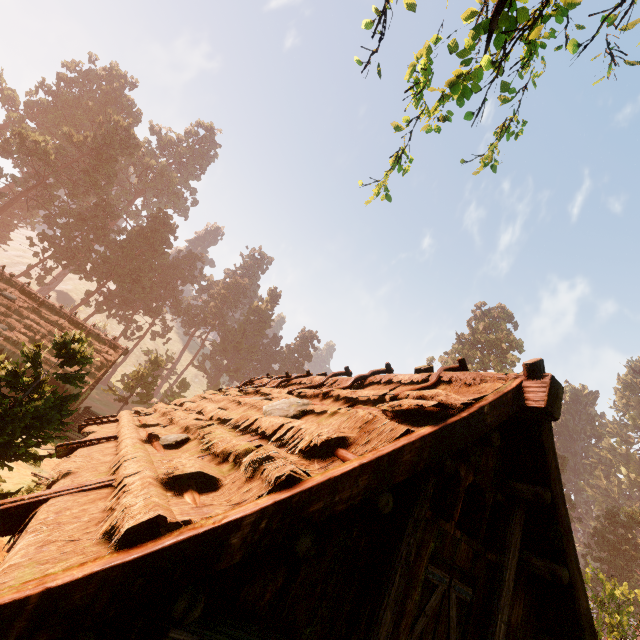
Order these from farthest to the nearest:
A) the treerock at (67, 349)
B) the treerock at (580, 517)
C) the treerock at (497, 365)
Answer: the treerock at (497, 365) → the treerock at (580, 517) → the treerock at (67, 349)

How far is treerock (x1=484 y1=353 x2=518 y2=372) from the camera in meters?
56.6

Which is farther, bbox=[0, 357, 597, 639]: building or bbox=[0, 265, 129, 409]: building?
bbox=[0, 265, 129, 409]: building

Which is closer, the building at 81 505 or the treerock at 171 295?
the building at 81 505

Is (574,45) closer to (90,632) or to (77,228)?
(90,632)

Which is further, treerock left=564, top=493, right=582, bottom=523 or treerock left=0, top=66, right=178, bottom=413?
treerock left=564, top=493, right=582, bottom=523

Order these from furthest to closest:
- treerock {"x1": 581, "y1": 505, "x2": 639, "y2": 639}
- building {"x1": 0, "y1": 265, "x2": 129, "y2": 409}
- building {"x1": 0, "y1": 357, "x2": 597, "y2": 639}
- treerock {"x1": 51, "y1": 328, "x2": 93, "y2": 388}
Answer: building {"x1": 0, "y1": 265, "x2": 129, "y2": 409}, treerock {"x1": 581, "y1": 505, "x2": 639, "y2": 639}, treerock {"x1": 51, "y1": 328, "x2": 93, "y2": 388}, building {"x1": 0, "y1": 357, "x2": 597, "y2": 639}
